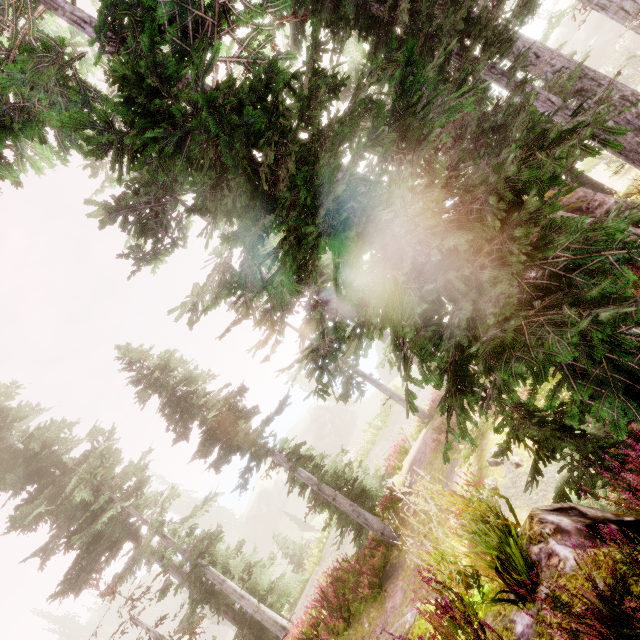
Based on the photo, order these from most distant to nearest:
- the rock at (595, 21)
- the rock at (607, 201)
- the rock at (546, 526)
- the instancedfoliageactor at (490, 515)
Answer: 1. the rock at (595, 21)
2. the rock at (607, 201)
3. the rock at (546, 526)
4. the instancedfoliageactor at (490, 515)

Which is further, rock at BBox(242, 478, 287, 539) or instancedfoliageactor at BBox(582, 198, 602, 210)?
rock at BBox(242, 478, 287, 539)

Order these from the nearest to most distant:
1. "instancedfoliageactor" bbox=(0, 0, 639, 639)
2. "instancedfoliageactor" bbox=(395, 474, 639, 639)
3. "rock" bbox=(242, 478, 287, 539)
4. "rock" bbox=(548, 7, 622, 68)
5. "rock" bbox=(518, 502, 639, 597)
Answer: "instancedfoliageactor" bbox=(395, 474, 639, 639)
"rock" bbox=(518, 502, 639, 597)
"instancedfoliageactor" bbox=(0, 0, 639, 639)
"rock" bbox=(548, 7, 622, 68)
"rock" bbox=(242, 478, 287, 539)

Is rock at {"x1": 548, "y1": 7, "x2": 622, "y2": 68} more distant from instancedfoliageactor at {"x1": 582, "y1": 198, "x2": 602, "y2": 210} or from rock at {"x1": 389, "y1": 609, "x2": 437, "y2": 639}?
rock at {"x1": 389, "y1": 609, "x2": 437, "y2": 639}

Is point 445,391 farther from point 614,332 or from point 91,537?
point 91,537

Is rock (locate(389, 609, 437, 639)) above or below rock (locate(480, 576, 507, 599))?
above

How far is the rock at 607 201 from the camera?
10.3m

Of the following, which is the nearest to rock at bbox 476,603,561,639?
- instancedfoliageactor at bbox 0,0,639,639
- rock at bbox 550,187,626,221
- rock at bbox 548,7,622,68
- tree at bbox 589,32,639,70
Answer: instancedfoliageactor at bbox 0,0,639,639
